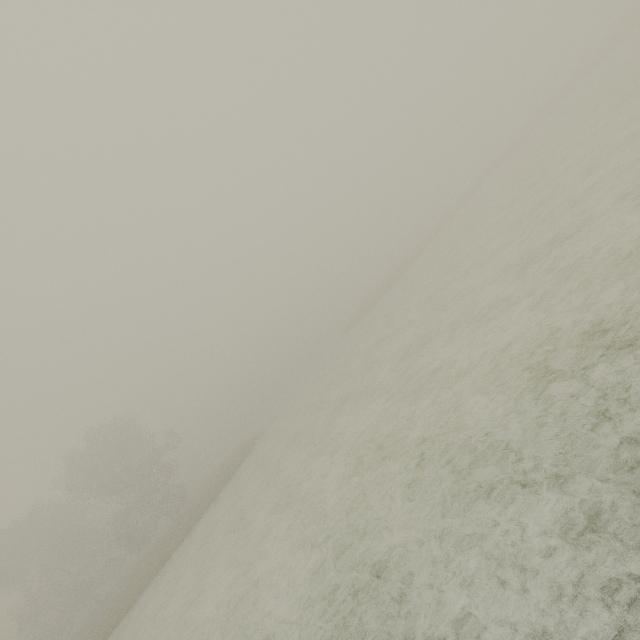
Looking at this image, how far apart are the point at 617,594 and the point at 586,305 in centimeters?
513cm
